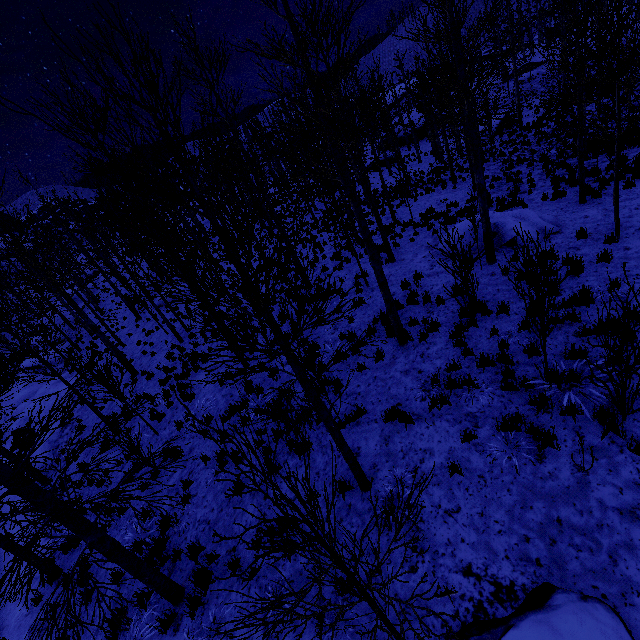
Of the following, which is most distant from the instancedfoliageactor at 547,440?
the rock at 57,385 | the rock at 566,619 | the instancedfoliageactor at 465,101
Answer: the rock at 57,385

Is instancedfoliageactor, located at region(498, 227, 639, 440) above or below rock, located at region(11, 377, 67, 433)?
above

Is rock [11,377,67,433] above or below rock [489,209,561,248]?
below

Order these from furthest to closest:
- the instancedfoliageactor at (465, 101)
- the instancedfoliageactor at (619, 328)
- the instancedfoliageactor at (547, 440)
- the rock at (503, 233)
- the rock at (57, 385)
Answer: the rock at (57, 385)
the rock at (503, 233)
the instancedfoliageactor at (547, 440)
the instancedfoliageactor at (619, 328)
the instancedfoliageactor at (465, 101)

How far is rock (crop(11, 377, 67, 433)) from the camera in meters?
19.5 m

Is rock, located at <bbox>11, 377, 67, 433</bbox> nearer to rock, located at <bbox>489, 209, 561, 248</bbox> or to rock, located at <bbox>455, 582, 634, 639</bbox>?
rock, located at <bbox>455, 582, 634, 639</bbox>

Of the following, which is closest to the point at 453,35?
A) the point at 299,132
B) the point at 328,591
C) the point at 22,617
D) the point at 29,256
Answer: the point at 328,591

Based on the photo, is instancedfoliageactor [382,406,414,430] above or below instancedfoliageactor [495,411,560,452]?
below
